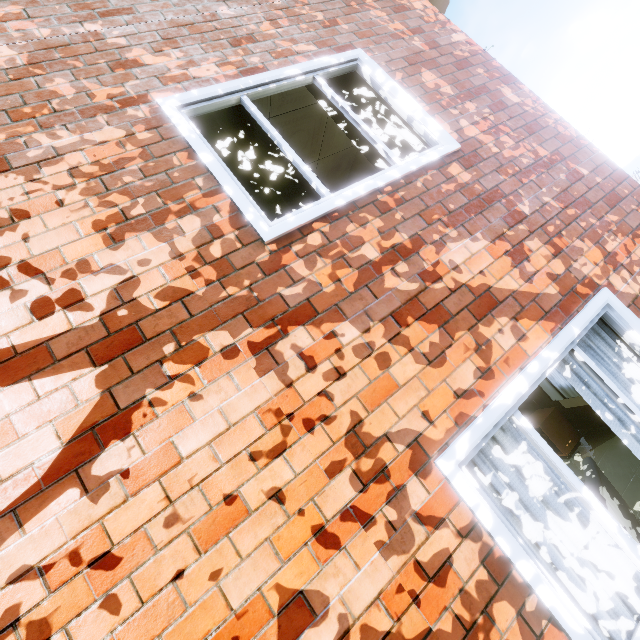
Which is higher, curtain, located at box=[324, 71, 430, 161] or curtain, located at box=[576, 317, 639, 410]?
curtain, located at box=[324, 71, 430, 161]

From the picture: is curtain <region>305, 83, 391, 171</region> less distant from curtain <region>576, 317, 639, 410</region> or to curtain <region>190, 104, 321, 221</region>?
curtain <region>190, 104, 321, 221</region>

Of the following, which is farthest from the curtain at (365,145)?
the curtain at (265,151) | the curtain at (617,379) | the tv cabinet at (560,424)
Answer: the tv cabinet at (560,424)

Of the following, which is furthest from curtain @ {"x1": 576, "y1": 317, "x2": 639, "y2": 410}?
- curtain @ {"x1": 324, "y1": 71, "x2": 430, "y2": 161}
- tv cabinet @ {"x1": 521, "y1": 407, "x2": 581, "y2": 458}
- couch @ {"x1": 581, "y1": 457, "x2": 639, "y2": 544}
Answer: tv cabinet @ {"x1": 521, "y1": 407, "x2": 581, "y2": 458}

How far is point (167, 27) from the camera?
2.67m

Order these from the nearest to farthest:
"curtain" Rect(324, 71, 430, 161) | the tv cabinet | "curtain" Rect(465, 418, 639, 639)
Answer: "curtain" Rect(465, 418, 639, 639)
"curtain" Rect(324, 71, 430, 161)
the tv cabinet

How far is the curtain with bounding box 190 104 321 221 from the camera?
2.38m

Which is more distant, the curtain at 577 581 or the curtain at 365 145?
the curtain at 365 145
